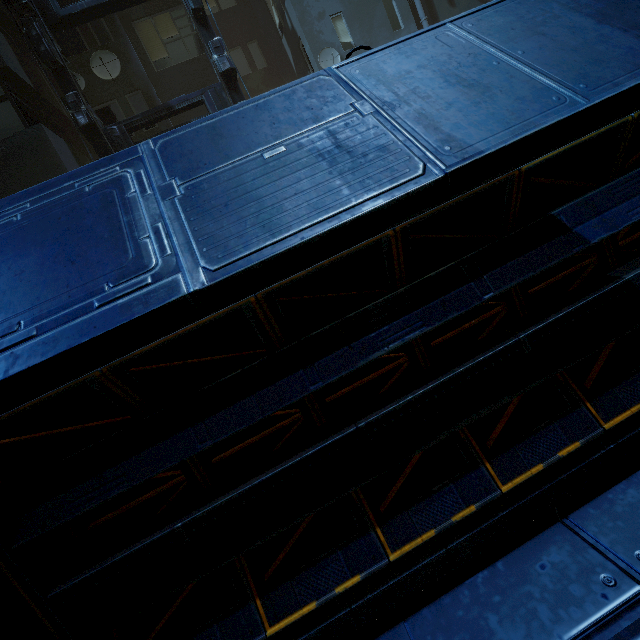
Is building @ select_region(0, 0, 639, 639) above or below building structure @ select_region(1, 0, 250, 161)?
below

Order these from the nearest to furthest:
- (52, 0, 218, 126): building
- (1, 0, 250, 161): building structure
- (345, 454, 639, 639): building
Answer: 1. (345, 454, 639, 639): building
2. (1, 0, 250, 161): building structure
3. (52, 0, 218, 126): building

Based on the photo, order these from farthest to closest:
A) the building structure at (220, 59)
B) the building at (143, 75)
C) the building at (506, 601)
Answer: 1. the building at (143, 75)
2. the building structure at (220, 59)
3. the building at (506, 601)

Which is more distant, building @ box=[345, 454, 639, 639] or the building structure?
the building structure

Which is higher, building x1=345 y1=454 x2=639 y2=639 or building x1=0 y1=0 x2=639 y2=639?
building x1=0 y1=0 x2=639 y2=639

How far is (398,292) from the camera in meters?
1.2 m

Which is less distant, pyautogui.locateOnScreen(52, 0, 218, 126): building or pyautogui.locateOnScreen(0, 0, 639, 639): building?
pyautogui.locateOnScreen(0, 0, 639, 639): building

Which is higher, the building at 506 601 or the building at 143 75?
the building at 143 75
